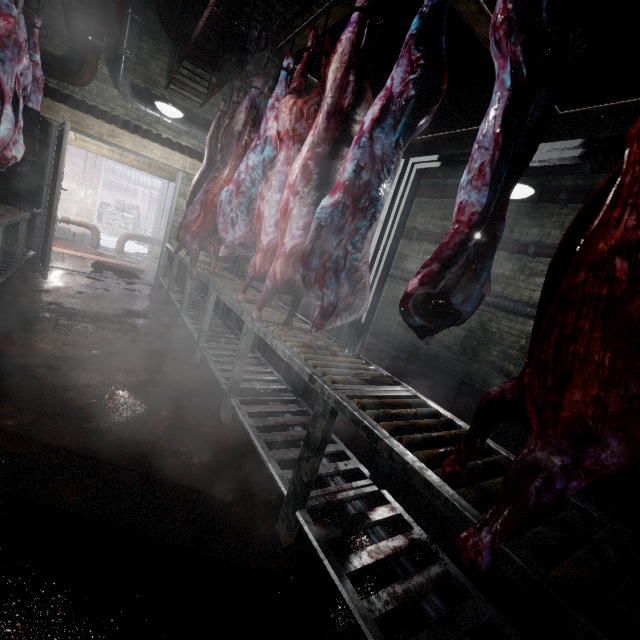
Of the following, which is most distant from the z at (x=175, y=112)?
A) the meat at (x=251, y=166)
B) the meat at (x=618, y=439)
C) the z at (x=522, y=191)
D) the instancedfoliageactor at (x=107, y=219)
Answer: the instancedfoliageactor at (x=107, y=219)

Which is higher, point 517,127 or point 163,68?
point 163,68

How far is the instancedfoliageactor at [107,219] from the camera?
11.61m

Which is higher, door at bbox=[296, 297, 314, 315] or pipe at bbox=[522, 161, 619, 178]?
pipe at bbox=[522, 161, 619, 178]

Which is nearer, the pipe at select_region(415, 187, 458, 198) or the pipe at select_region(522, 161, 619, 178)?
the pipe at select_region(522, 161, 619, 178)

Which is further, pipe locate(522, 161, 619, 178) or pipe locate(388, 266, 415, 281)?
pipe locate(388, 266, 415, 281)

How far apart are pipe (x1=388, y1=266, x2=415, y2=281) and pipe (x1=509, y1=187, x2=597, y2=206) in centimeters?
140cm

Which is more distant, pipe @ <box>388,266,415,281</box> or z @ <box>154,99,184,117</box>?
pipe @ <box>388,266,415,281</box>
